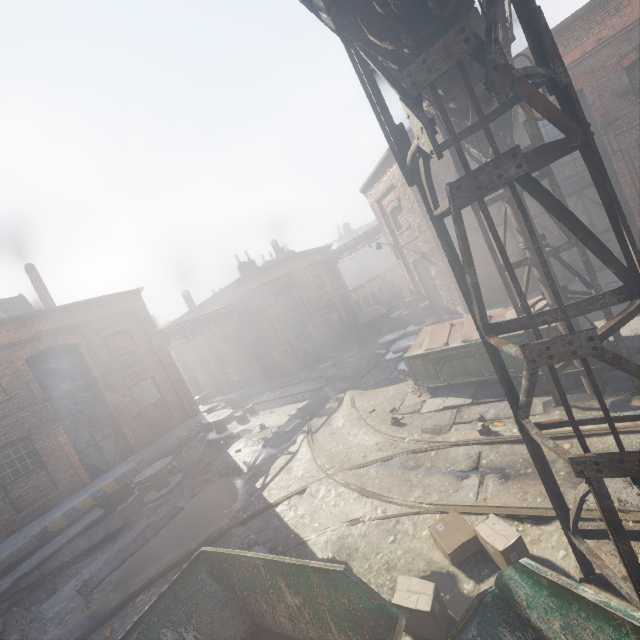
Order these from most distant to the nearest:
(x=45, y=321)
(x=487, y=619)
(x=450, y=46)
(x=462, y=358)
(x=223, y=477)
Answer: (x=45, y=321), (x=223, y=477), (x=462, y=358), (x=487, y=619), (x=450, y=46)

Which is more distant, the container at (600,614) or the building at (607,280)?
the building at (607,280)

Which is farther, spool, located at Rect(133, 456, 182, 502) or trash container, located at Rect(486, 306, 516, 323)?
spool, located at Rect(133, 456, 182, 502)

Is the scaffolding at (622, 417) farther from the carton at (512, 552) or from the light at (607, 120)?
the light at (607, 120)

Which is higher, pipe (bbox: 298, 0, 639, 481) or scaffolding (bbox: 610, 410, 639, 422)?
pipe (bbox: 298, 0, 639, 481)

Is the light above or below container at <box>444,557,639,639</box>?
above

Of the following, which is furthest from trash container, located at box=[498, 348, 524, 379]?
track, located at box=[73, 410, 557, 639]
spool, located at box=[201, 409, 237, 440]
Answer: spool, located at box=[201, 409, 237, 440]

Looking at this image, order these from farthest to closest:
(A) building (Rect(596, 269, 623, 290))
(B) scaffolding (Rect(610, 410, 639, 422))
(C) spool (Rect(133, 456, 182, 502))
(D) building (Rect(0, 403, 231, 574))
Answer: (C) spool (Rect(133, 456, 182, 502))
(D) building (Rect(0, 403, 231, 574))
(A) building (Rect(596, 269, 623, 290))
(B) scaffolding (Rect(610, 410, 639, 422))
